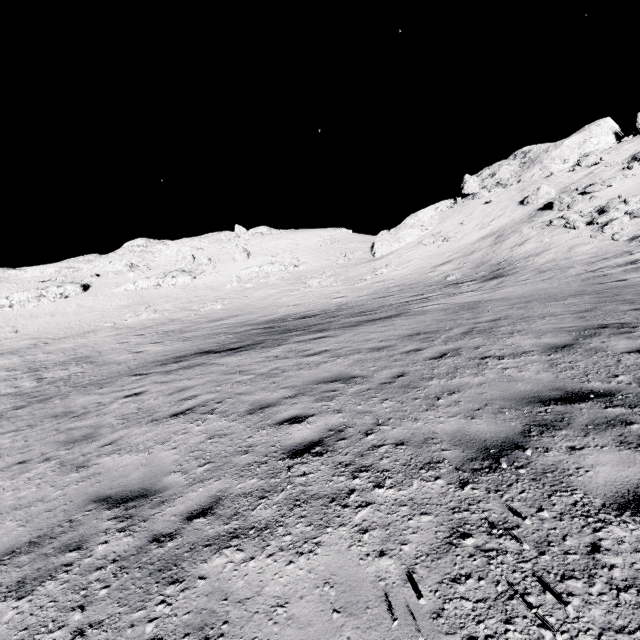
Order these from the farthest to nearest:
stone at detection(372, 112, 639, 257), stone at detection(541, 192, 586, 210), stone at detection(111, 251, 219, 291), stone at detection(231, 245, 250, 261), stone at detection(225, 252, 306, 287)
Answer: stone at detection(231, 245, 250, 261)
stone at detection(111, 251, 219, 291)
stone at detection(225, 252, 306, 287)
stone at detection(372, 112, 639, 257)
stone at detection(541, 192, 586, 210)

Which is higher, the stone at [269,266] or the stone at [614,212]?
the stone at [269,266]

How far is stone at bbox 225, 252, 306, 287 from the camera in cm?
4606

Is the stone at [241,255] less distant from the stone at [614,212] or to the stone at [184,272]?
the stone at [184,272]

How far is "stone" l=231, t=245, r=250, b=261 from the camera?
54.1m

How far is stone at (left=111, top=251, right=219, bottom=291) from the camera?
47.9m

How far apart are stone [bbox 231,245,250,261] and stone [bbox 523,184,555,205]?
40.03m

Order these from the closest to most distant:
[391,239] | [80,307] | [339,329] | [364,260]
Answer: [339,329]
[80,307]
[364,260]
[391,239]
